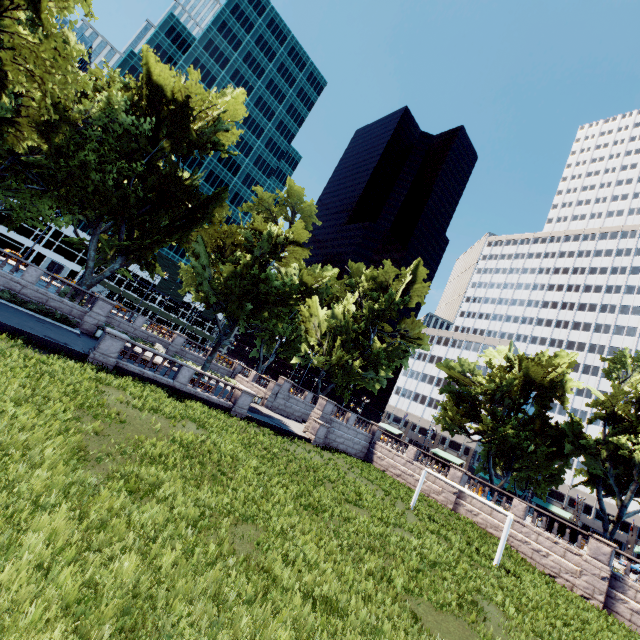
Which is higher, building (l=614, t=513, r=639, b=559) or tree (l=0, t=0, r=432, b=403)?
tree (l=0, t=0, r=432, b=403)

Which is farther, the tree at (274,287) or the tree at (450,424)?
the tree at (450,424)

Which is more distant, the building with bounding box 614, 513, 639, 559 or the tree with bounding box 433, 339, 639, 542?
the building with bounding box 614, 513, 639, 559

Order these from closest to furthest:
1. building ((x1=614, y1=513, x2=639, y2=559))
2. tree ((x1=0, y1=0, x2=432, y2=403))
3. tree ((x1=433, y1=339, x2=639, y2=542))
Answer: tree ((x1=0, y1=0, x2=432, y2=403)), tree ((x1=433, y1=339, x2=639, y2=542)), building ((x1=614, y1=513, x2=639, y2=559))

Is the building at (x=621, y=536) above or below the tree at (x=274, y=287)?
below

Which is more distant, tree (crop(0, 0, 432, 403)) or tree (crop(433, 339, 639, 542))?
tree (crop(433, 339, 639, 542))

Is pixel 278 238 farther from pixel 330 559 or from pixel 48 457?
pixel 330 559
